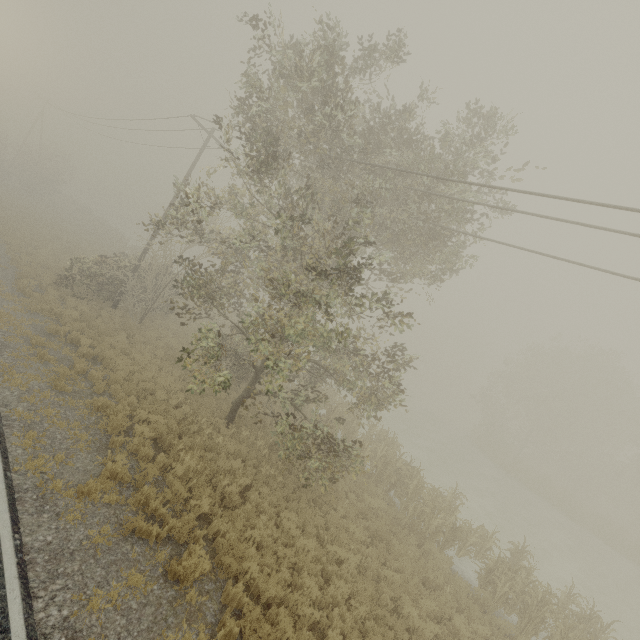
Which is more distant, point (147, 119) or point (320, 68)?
point (147, 119)

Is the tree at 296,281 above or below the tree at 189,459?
above

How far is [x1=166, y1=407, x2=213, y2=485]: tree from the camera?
9.7m

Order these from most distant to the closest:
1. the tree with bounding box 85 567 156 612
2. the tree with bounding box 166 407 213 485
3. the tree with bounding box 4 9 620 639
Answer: the tree with bounding box 166 407 213 485
the tree with bounding box 4 9 620 639
the tree with bounding box 85 567 156 612

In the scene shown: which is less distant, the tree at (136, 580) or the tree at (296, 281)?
the tree at (136, 580)

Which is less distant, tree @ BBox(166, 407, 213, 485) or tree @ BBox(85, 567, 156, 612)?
tree @ BBox(85, 567, 156, 612)
